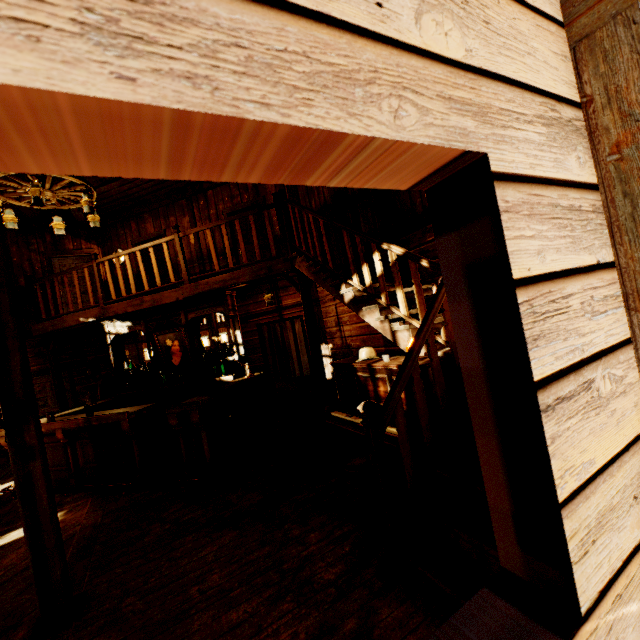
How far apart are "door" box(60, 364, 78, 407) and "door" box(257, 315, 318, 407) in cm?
538

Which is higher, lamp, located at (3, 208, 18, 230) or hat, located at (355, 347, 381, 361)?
lamp, located at (3, 208, 18, 230)

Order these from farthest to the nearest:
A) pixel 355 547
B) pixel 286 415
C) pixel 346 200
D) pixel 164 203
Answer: pixel 164 203
pixel 286 415
pixel 346 200
pixel 355 547

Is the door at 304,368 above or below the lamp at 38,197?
below

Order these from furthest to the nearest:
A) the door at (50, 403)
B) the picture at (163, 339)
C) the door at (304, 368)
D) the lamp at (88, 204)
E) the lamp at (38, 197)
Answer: the door at (50, 403) → the door at (304, 368) → the picture at (163, 339) → the lamp at (88, 204) → the lamp at (38, 197)

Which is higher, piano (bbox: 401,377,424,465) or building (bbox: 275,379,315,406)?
piano (bbox: 401,377,424,465)

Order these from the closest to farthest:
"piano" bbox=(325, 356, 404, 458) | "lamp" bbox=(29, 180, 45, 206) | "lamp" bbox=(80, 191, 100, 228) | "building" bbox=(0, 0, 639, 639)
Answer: "building" bbox=(0, 0, 639, 639) < "piano" bbox=(325, 356, 404, 458) < "lamp" bbox=(29, 180, 45, 206) < "lamp" bbox=(80, 191, 100, 228)

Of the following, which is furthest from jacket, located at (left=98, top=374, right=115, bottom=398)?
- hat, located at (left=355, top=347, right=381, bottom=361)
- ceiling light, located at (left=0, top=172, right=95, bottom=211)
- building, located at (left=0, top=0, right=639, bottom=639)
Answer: hat, located at (left=355, top=347, right=381, bottom=361)
